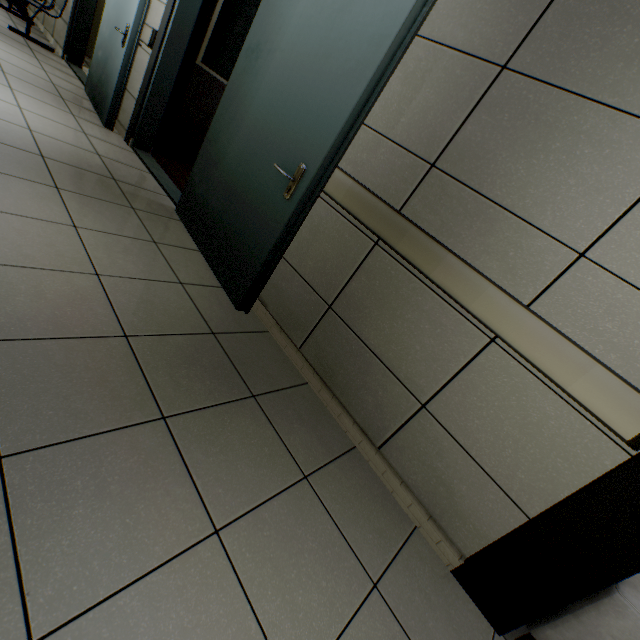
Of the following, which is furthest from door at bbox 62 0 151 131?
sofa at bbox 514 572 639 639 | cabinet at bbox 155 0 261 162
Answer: sofa at bbox 514 572 639 639

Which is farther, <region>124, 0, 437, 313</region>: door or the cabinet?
the cabinet

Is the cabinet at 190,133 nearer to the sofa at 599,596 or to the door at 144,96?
the door at 144,96

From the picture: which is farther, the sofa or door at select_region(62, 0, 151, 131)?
door at select_region(62, 0, 151, 131)

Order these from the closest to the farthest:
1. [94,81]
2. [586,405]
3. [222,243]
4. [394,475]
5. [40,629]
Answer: [40,629] < [586,405] < [394,475] < [222,243] < [94,81]

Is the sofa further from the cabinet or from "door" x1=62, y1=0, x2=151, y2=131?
the cabinet

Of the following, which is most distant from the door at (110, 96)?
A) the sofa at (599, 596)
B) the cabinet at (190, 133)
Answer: the sofa at (599, 596)
